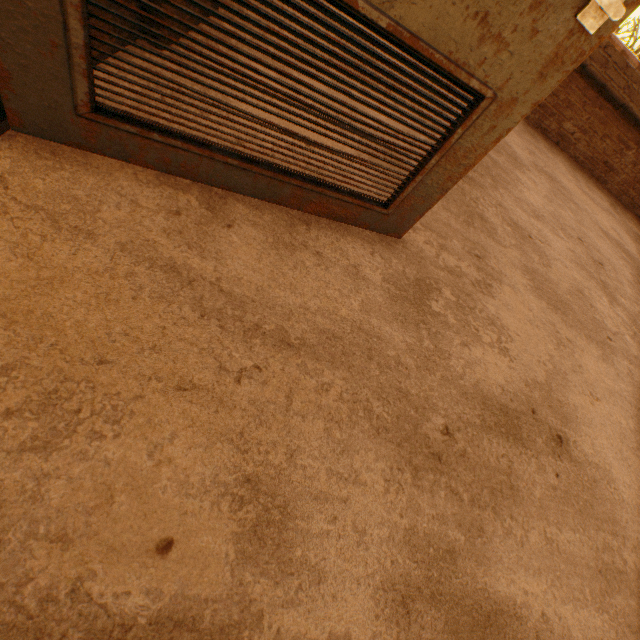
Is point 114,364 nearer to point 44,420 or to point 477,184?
point 44,420
